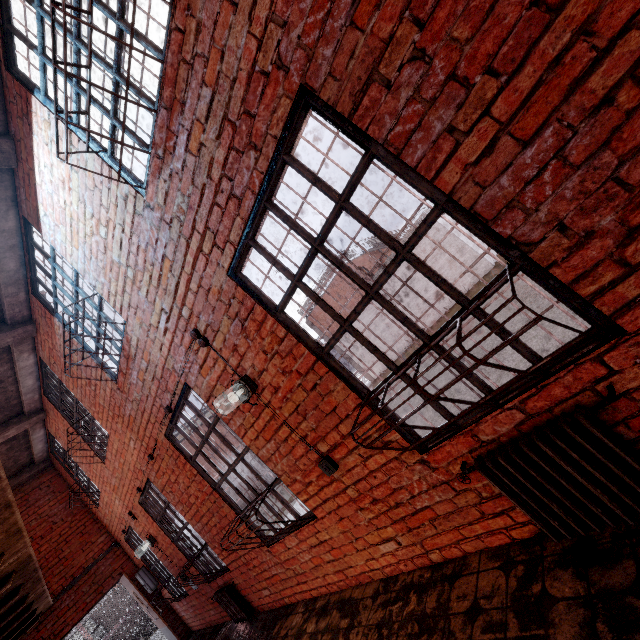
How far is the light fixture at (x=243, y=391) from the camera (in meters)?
2.82

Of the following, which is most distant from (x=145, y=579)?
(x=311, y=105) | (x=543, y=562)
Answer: (x=311, y=105)

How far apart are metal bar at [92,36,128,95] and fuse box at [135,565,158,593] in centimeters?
929cm

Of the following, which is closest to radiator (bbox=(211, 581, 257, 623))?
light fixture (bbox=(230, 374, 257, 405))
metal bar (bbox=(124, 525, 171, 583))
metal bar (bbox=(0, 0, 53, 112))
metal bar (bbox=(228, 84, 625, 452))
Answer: metal bar (bbox=(124, 525, 171, 583))

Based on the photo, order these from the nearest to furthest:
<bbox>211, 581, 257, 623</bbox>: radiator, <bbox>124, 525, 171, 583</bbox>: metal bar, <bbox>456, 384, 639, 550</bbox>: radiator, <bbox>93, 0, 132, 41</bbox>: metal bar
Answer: <bbox>456, 384, 639, 550</bbox>: radiator, <bbox>93, 0, 132, 41</bbox>: metal bar, <bbox>211, 581, 257, 623</bbox>: radiator, <bbox>124, 525, 171, 583</bbox>: metal bar

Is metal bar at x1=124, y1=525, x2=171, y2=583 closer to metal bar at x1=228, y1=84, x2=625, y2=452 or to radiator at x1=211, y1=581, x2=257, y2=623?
radiator at x1=211, y1=581, x2=257, y2=623

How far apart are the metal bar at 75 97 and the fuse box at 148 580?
9.29m

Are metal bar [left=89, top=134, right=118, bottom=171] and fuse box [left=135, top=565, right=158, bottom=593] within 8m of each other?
no
